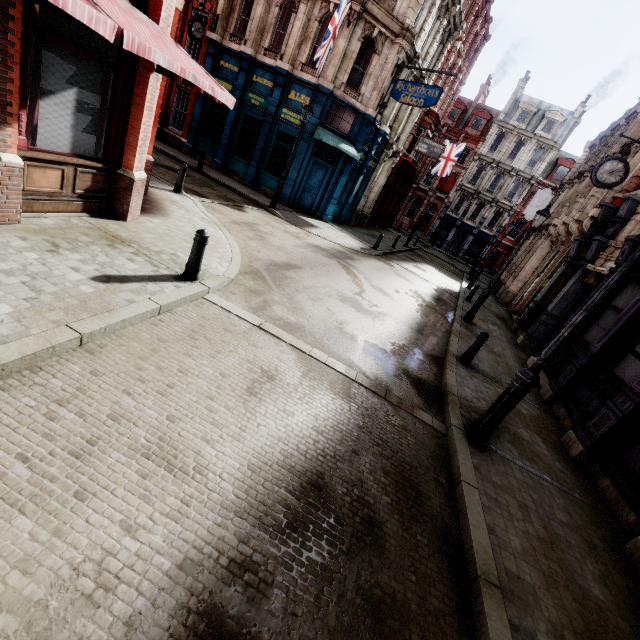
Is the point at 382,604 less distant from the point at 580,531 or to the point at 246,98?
the point at 580,531

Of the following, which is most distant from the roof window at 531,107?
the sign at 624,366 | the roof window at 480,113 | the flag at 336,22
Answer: the sign at 624,366

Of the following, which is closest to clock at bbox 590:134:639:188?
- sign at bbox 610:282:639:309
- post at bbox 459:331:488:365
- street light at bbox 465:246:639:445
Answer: sign at bbox 610:282:639:309

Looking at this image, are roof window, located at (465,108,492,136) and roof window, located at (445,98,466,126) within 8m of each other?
yes

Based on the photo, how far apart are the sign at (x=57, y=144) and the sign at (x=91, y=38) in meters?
0.1

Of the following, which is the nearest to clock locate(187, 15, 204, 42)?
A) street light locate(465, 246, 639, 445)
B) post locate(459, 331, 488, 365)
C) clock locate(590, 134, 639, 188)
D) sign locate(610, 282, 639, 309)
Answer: clock locate(590, 134, 639, 188)

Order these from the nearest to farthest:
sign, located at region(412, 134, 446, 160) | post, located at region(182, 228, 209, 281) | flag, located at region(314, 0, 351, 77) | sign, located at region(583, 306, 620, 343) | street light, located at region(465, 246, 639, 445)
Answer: street light, located at region(465, 246, 639, 445)
post, located at region(182, 228, 209, 281)
sign, located at region(583, 306, 620, 343)
flag, located at region(314, 0, 351, 77)
sign, located at region(412, 134, 446, 160)

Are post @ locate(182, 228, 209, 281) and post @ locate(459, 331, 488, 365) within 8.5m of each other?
yes
